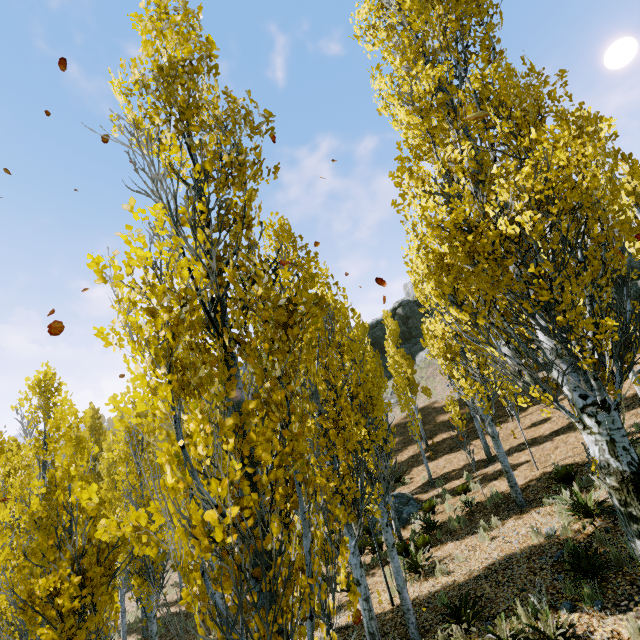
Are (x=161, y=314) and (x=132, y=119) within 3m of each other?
yes

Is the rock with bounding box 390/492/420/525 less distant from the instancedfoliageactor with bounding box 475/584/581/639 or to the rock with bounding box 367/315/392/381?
the instancedfoliageactor with bounding box 475/584/581/639

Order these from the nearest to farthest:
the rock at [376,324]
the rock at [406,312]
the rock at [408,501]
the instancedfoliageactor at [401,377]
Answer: the rock at [408,501] < the instancedfoliageactor at [401,377] < the rock at [406,312] < the rock at [376,324]

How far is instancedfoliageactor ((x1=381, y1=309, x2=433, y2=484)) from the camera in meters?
17.1 m

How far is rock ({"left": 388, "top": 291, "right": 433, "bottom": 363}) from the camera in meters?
38.6 m

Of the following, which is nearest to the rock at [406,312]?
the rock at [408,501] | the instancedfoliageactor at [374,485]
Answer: the rock at [408,501]

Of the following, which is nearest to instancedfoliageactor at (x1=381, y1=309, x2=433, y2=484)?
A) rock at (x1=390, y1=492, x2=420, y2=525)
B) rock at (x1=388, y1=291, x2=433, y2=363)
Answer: rock at (x1=390, y1=492, x2=420, y2=525)
